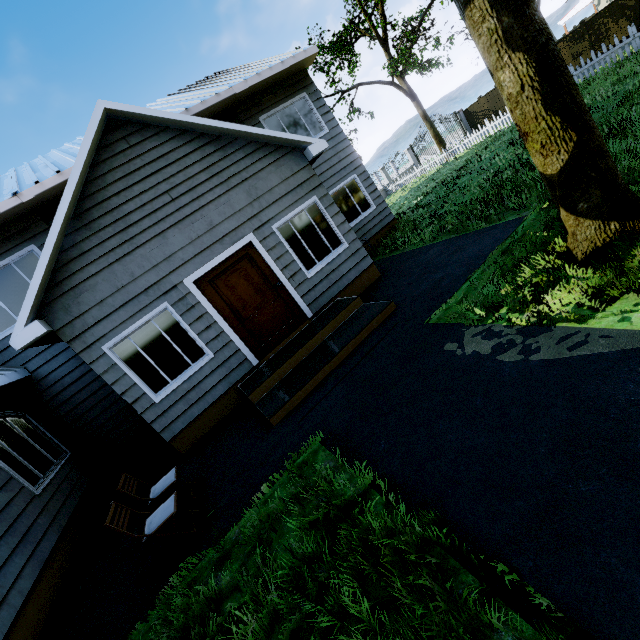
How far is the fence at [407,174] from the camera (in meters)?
17.70

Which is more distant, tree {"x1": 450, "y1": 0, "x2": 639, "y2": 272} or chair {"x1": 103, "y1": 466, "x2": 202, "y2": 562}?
chair {"x1": 103, "y1": 466, "x2": 202, "y2": 562}

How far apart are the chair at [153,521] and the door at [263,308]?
3.1 meters

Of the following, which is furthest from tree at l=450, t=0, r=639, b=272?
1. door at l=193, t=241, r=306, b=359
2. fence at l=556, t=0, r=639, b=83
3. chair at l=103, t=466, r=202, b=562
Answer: chair at l=103, t=466, r=202, b=562

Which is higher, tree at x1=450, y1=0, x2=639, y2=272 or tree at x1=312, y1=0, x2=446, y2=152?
tree at x1=312, y1=0, x2=446, y2=152

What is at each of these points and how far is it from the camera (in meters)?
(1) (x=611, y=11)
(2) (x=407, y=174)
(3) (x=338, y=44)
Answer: (1) fence, 19.30
(2) fence, 26.75
(3) tree, 20.42

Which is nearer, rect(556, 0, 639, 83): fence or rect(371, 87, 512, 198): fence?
rect(556, 0, 639, 83): fence
